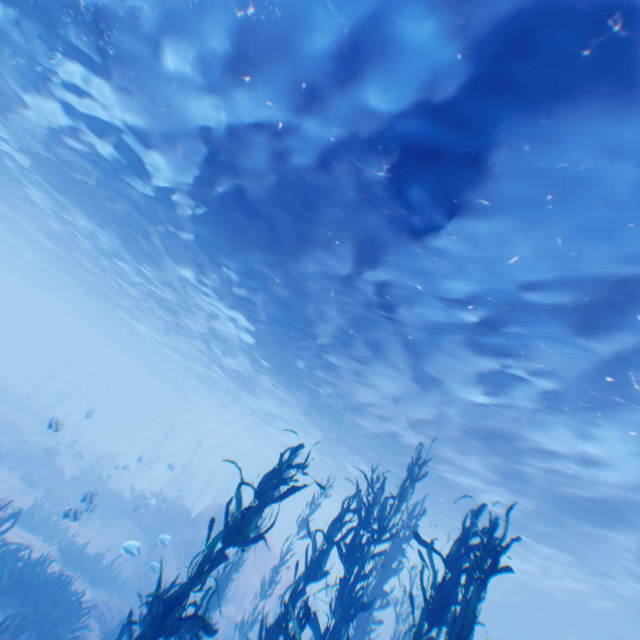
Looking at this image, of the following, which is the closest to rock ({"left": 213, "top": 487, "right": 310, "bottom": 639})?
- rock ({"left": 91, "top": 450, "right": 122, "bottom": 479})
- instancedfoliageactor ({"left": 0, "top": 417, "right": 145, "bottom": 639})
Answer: instancedfoliageactor ({"left": 0, "top": 417, "right": 145, "bottom": 639})

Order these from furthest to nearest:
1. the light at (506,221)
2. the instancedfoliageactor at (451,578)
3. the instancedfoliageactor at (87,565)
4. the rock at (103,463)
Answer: the rock at (103,463)
the instancedfoliageactor at (87,565)
the light at (506,221)
the instancedfoliageactor at (451,578)

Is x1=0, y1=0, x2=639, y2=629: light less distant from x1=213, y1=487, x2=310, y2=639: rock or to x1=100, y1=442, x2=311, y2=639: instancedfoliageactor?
x1=213, y1=487, x2=310, y2=639: rock

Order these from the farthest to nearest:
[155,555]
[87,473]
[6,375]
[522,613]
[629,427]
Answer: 1. [6,375]
2. [522,613]
3. [87,473]
4. [155,555]
5. [629,427]

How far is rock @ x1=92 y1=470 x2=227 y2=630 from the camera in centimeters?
1216cm

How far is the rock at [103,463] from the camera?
22.90m
